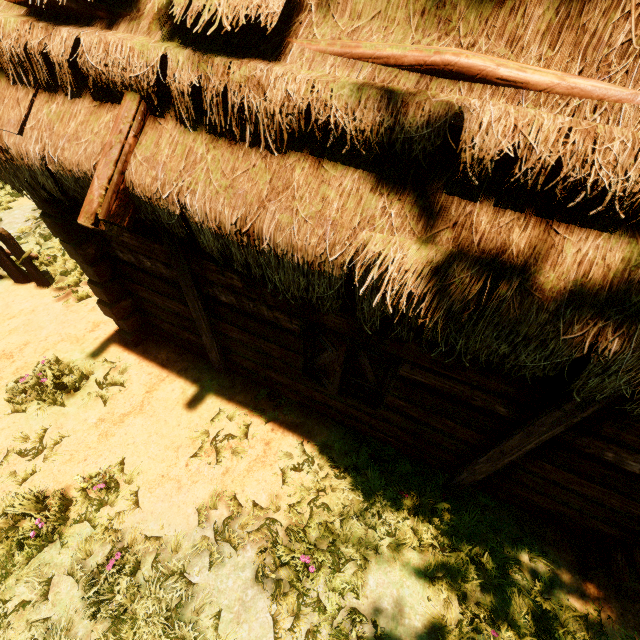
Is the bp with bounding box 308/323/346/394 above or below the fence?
above

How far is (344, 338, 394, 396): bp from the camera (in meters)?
3.46

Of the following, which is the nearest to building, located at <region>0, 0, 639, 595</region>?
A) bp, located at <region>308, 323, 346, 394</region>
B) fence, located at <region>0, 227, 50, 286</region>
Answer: bp, located at <region>308, 323, 346, 394</region>

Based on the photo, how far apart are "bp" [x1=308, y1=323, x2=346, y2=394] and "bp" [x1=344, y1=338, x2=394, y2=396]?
0.2m

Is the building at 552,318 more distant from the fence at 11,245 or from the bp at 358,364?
the fence at 11,245

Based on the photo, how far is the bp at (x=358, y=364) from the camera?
3.5m

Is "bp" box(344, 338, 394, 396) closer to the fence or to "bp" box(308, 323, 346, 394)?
"bp" box(308, 323, 346, 394)

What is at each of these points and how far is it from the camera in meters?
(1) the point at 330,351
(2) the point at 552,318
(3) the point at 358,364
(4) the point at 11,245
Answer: (1) bp, 3.5 m
(2) building, 1.8 m
(3) bp, 3.9 m
(4) fence, 5.7 m
